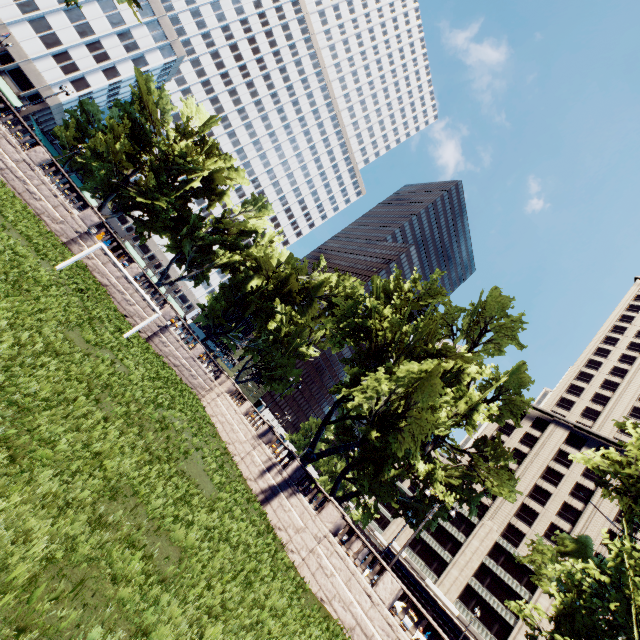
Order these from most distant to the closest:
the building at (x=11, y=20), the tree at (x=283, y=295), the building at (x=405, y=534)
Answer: the building at (x=405, y=534), the building at (x=11, y=20), the tree at (x=283, y=295)

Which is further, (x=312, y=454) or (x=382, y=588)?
(x=312, y=454)

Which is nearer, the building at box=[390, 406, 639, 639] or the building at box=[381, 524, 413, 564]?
the building at box=[390, 406, 639, 639]

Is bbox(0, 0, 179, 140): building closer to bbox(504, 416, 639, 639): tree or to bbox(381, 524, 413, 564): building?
bbox(504, 416, 639, 639): tree

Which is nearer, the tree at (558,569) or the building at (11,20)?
the tree at (558,569)

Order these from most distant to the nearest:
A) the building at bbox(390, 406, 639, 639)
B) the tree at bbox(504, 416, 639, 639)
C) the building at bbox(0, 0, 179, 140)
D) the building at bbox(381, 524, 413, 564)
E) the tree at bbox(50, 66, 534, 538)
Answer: the building at bbox(381, 524, 413, 564), the building at bbox(0, 0, 179, 140), the building at bbox(390, 406, 639, 639), the tree at bbox(50, 66, 534, 538), the tree at bbox(504, 416, 639, 639)

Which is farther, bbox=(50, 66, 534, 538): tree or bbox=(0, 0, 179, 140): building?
bbox=(0, 0, 179, 140): building
